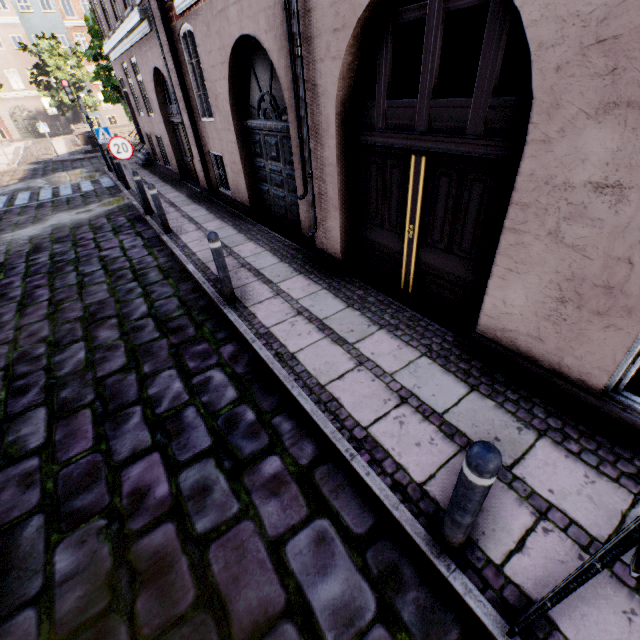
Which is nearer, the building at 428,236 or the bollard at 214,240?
the building at 428,236

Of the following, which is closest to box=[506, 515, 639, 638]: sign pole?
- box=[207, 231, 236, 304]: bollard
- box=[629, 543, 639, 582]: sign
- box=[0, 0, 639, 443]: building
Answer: box=[629, 543, 639, 582]: sign

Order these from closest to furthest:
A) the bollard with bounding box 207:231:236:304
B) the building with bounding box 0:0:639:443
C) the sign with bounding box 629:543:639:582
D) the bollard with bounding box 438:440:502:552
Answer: the sign with bounding box 629:543:639:582 → the bollard with bounding box 438:440:502:552 → the building with bounding box 0:0:639:443 → the bollard with bounding box 207:231:236:304

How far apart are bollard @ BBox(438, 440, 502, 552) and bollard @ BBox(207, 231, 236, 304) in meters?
3.8 m

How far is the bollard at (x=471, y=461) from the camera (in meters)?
1.55

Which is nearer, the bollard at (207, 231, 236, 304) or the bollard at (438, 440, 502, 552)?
the bollard at (438, 440, 502, 552)

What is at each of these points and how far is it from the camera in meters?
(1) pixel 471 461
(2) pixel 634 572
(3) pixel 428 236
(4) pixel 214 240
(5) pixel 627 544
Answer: (1) bollard, 1.6
(2) sign, 0.9
(3) building, 4.0
(4) bollard, 4.3
(5) sign pole, 1.0

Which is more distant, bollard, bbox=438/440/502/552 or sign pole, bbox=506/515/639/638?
bollard, bbox=438/440/502/552
